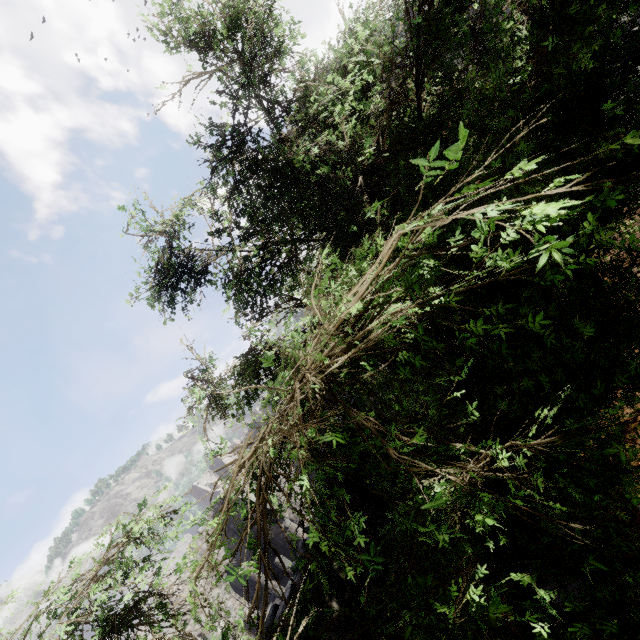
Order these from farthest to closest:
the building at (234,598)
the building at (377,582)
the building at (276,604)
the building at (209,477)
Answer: the building at (209,477) < the building at (234,598) < the building at (377,582) < the building at (276,604)

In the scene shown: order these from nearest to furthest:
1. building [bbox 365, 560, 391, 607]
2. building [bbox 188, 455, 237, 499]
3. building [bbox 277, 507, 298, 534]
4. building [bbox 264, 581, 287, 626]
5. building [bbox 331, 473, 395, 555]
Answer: building [bbox 264, 581, 287, 626]
building [bbox 365, 560, 391, 607]
building [bbox 331, 473, 395, 555]
building [bbox 277, 507, 298, 534]
building [bbox 188, 455, 237, 499]

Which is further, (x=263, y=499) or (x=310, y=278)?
(x=310, y=278)

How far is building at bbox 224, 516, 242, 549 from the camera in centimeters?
2325cm

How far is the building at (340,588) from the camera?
6.2 meters

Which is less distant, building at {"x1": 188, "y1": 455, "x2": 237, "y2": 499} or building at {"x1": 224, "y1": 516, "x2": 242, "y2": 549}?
building at {"x1": 224, "y1": 516, "x2": 242, "y2": 549}
